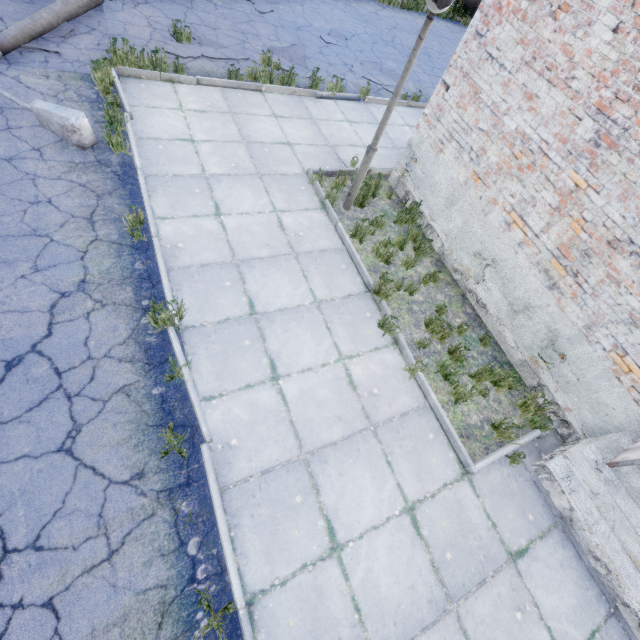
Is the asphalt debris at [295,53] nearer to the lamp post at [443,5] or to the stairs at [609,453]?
the lamp post at [443,5]

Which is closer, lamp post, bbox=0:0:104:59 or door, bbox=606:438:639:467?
door, bbox=606:438:639:467

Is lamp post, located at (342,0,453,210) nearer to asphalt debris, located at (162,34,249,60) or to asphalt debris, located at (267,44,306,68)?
asphalt debris, located at (267,44,306,68)

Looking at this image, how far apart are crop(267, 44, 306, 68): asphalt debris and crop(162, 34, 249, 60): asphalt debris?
0.56m

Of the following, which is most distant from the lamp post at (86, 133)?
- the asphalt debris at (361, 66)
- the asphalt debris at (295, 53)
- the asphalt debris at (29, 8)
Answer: the asphalt debris at (361, 66)

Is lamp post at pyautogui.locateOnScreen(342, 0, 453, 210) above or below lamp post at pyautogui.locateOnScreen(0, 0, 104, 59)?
above

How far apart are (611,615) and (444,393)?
3.13m

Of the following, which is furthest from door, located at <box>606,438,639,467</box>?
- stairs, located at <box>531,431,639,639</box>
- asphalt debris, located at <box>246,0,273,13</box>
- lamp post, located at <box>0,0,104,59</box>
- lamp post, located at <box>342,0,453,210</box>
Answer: asphalt debris, located at <box>246,0,273,13</box>
